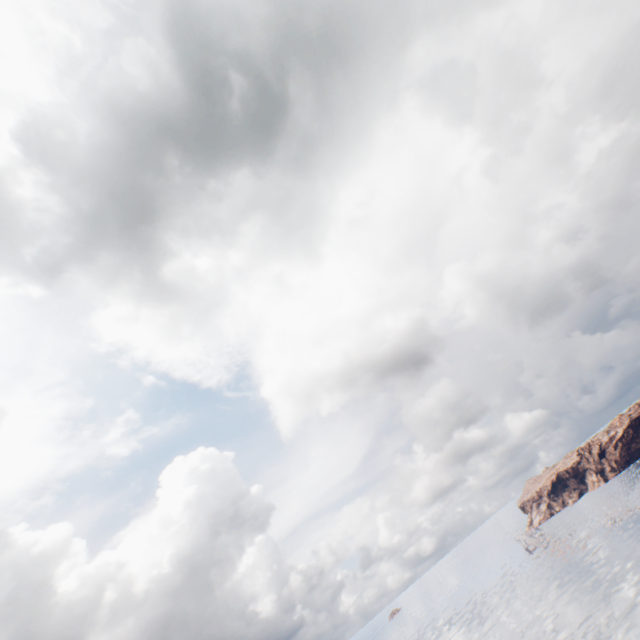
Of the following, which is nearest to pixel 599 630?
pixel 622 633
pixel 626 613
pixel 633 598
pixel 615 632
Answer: pixel 615 632
